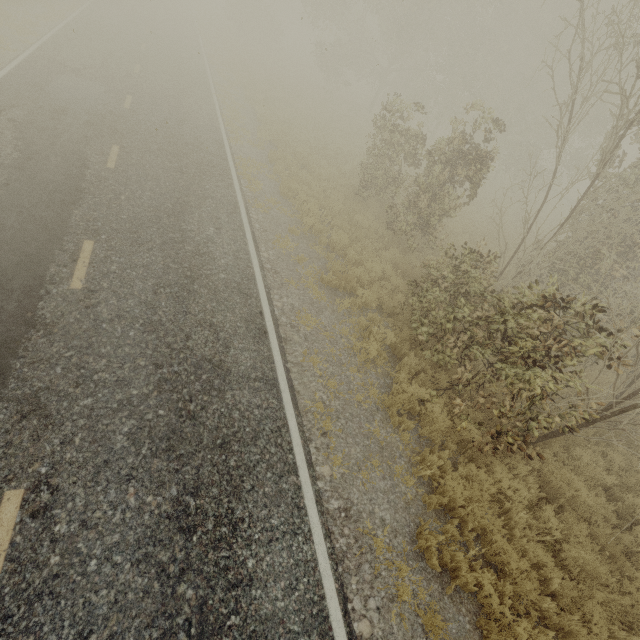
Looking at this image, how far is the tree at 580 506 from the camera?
6.63m

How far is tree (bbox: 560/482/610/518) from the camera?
6.6 meters

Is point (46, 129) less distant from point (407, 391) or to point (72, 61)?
point (72, 61)
